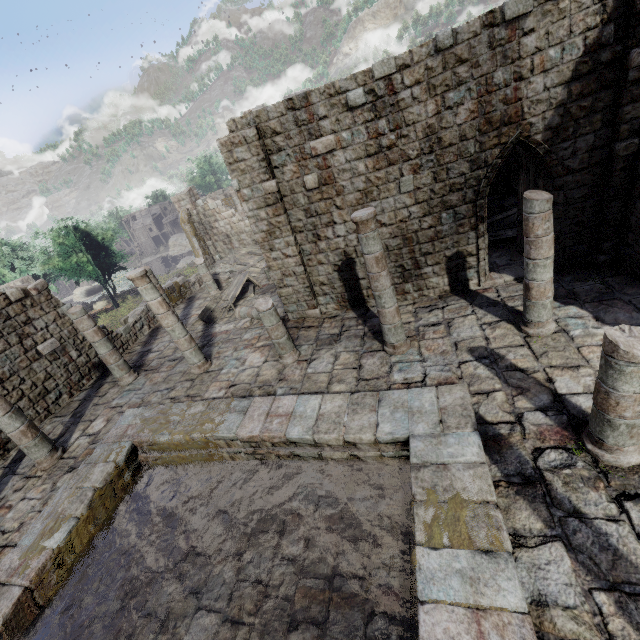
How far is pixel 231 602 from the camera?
5.27m

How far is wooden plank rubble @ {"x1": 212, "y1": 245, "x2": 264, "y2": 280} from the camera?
19.75m

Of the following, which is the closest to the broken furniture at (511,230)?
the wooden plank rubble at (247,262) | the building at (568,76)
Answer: the building at (568,76)

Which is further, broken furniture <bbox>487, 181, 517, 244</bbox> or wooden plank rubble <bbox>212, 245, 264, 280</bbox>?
wooden plank rubble <bbox>212, 245, 264, 280</bbox>

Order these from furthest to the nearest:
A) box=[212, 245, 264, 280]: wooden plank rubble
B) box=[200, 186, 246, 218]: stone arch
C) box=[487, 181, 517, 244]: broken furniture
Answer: box=[200, 186, 246, 218]: stone arch → box=[212, 245, 264, 280]: wooden plank rubble → box=[487, 181, 517, 244]: broken furniture

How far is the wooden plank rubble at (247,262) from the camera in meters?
19.8 m

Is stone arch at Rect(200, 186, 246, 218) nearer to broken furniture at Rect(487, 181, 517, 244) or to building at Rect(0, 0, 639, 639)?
building at Rect(0, 0, 639, 639)

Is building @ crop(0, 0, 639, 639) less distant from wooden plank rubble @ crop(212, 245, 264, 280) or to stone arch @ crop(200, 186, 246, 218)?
wooden plank rubble @ crop(212, 245, 264, 280)
